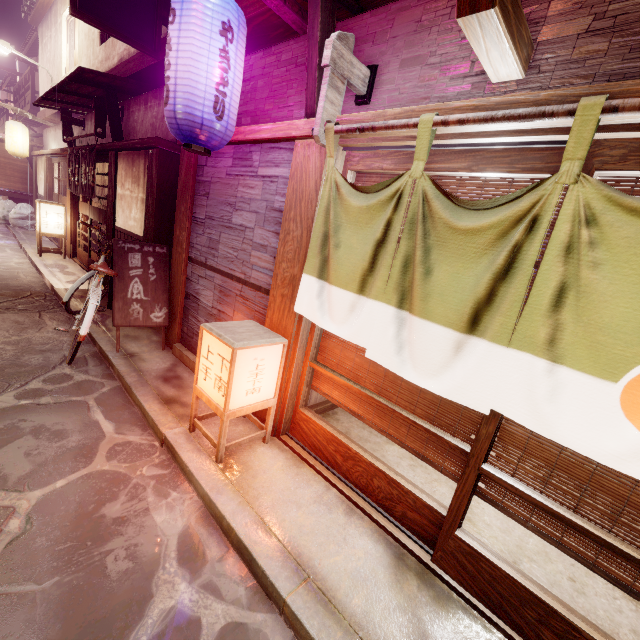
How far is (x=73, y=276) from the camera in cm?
1389

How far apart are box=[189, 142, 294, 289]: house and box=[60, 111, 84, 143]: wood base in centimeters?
1281cm

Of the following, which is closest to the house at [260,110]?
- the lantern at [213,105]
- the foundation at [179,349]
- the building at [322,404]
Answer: the lantern at [213,105]

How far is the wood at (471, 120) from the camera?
2.7m

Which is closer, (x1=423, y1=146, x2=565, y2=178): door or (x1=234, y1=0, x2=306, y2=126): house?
(x1=423, y1=146, x2=565, y2=178): door

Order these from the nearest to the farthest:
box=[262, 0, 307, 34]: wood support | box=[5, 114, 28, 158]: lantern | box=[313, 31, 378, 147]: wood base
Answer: box=[313, 31, 378, 147]: wood base
box=[262, 0, 307, 34]: wood support
box=[5, 114, 28, 158]: lantern

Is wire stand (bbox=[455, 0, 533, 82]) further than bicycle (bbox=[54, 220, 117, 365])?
No

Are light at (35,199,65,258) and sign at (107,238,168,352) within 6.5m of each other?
no
